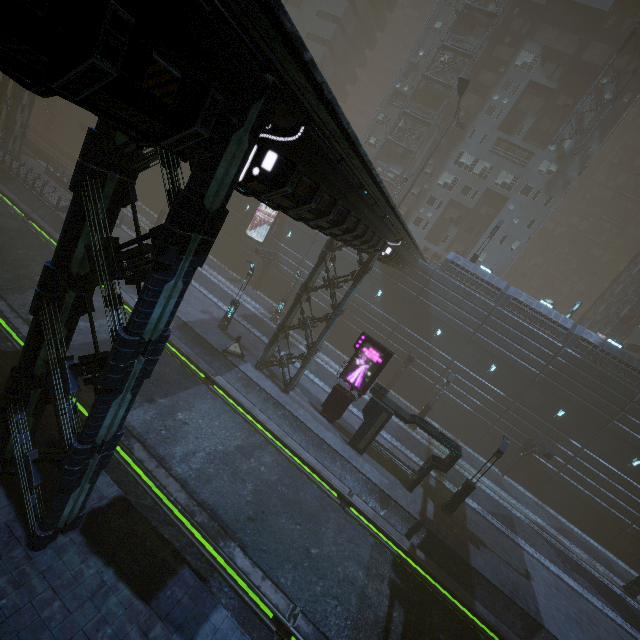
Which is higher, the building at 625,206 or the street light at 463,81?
the building at 625,206

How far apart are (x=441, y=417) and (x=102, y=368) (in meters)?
29.79

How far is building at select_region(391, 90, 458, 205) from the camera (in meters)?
40.09

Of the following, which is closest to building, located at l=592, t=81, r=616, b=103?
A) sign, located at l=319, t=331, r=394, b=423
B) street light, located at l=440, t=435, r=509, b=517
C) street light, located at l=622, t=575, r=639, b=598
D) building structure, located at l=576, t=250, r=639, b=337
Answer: building structure, located at l=576, t=250, r=639, b=337

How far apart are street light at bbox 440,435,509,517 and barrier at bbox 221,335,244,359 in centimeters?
1507cm

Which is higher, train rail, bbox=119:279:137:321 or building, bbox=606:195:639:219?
building, bbox=606:195:639:219

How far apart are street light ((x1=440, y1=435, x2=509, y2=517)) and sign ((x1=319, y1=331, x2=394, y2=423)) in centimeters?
735cm

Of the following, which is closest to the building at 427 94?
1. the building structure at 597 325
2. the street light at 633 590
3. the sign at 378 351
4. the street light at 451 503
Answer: the building structure at 597 325
